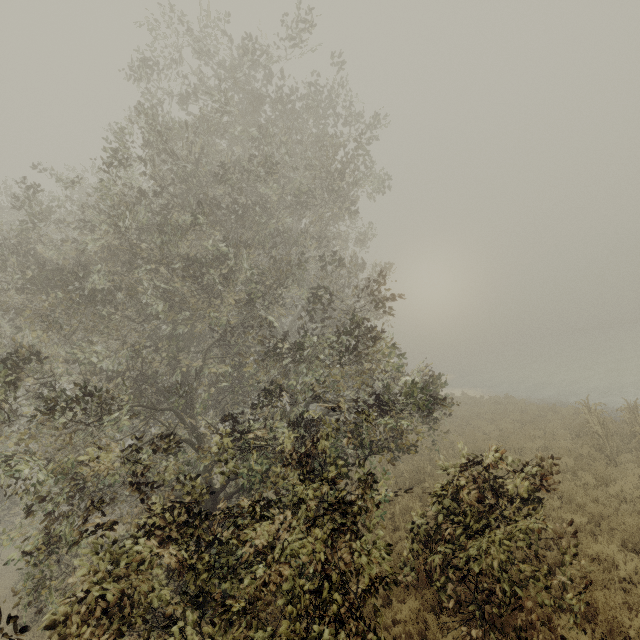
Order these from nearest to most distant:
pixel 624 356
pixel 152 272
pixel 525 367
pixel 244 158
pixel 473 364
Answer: pixel 152 272 < pixel 244 158 < pixel 624 356 < pixel 525 367 < pixel 473 364

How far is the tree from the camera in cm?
1142

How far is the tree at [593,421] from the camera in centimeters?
1142cm
